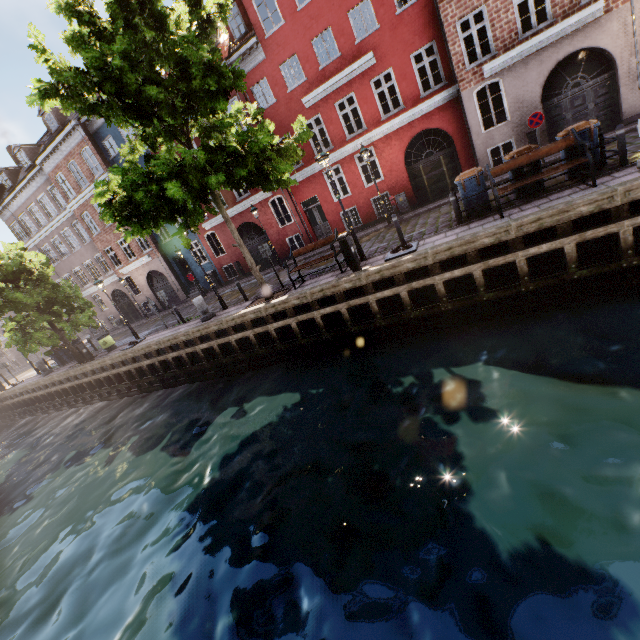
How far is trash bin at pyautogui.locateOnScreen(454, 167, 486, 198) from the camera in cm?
964

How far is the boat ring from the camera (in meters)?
9.66

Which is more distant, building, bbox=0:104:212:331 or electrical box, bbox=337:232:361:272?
building, bbox=0:104:212:331

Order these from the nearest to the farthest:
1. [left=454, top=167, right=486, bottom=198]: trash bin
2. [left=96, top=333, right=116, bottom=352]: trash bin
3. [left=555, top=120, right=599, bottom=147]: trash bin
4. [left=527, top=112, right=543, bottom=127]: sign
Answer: [left=555, top=120, right=599, bottom=147]: trash bin
[left=454, top=167, right=486, bottom=198]: trash bin
[left=527, top=112, right=543, bottom=127]: sign
[left=96, top=333, right=116, bottom=352]: trash bin

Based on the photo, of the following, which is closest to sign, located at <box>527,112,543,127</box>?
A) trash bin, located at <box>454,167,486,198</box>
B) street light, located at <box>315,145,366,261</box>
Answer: trash bin, located at <box>454,167,486,198</box>

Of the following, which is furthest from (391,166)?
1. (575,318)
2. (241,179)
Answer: (575,318)

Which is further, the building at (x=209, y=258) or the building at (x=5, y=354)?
the building at (x=5, y=354)

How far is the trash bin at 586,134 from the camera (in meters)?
8.28
